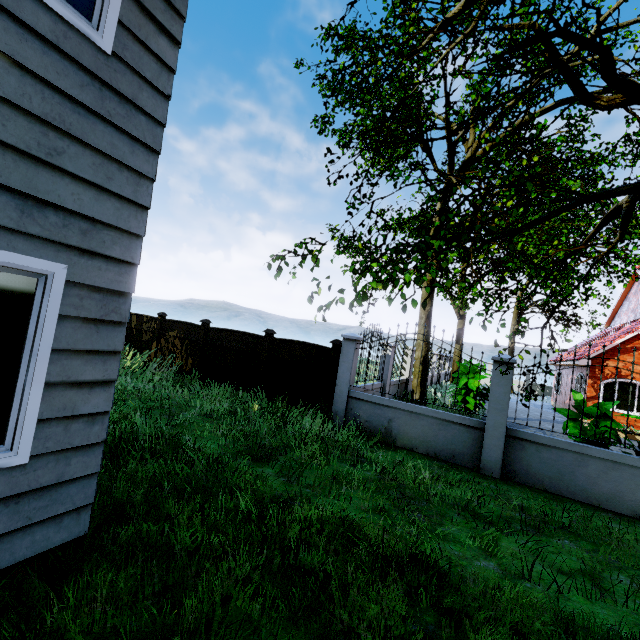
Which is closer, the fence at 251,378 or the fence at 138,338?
the fence at 251,378

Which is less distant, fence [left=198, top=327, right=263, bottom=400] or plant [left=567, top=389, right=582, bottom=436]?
plant [left=567, top=389, right=582, bottom=436]

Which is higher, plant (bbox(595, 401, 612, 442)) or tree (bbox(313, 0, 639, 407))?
tree (bbox(313, 0, 639, 407))

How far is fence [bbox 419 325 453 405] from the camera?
6.9 meters

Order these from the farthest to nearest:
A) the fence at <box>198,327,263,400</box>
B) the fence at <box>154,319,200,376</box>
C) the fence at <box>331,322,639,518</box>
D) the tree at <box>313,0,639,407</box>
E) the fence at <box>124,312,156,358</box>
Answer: the fence at <box>124,312,156,358</box> < the fence at <box>154,319,200,376</box> < the fence at <box>198,327,263,400</box> < the fence at <box>331,322,639,518</box> < the tree at <box>313,0,639,407</box>

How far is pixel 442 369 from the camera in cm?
2384

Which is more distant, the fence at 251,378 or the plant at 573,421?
the fence at 251,378
